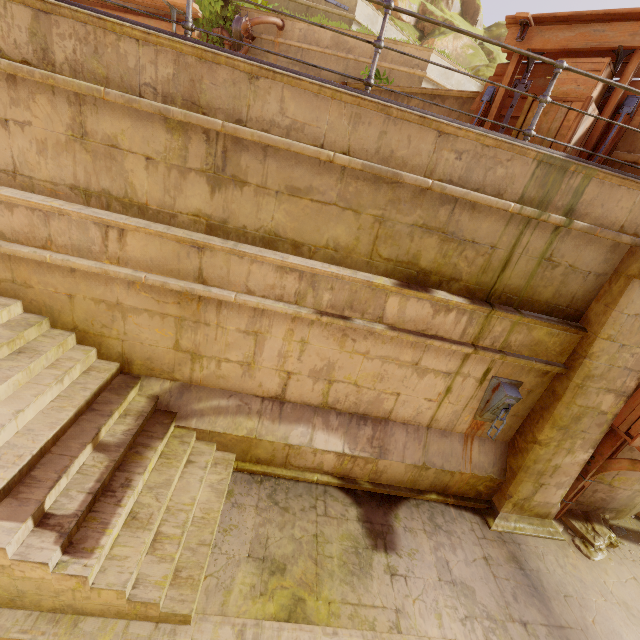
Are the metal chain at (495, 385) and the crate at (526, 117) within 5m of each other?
yes

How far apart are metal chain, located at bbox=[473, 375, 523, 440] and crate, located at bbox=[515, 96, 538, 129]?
3.3m

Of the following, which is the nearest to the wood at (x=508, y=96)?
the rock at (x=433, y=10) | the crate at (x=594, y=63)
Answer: the crate at (x=594, y=63)

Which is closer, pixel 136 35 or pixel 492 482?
pixel 136 35

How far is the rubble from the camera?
5.9 meters

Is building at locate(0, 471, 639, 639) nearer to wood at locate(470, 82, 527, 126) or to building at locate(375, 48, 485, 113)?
wood at locate(470, 82, 527, 126)

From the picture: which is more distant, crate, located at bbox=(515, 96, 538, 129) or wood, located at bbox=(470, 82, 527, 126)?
wood, located at bbox=(470, 82, 527, 126)

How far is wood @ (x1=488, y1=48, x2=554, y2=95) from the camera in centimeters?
549cm
